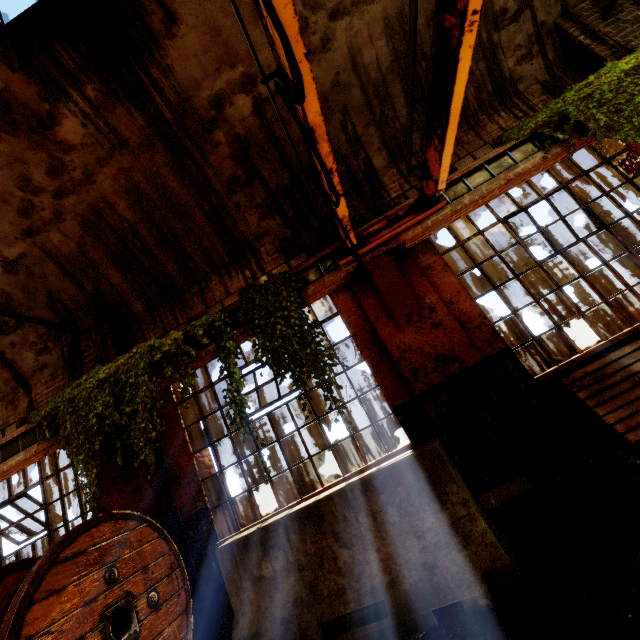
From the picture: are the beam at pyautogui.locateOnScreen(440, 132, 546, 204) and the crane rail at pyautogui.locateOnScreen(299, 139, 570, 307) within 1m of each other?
yes

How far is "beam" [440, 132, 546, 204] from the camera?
4.5m

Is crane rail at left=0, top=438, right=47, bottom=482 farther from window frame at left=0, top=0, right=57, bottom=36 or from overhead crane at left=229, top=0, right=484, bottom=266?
window frame at left=0, top=0, right=57, bottom=36

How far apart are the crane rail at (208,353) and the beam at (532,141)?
3.7m

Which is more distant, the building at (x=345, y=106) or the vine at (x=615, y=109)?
the building at (x=345, y=106)

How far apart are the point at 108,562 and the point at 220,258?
4.44m

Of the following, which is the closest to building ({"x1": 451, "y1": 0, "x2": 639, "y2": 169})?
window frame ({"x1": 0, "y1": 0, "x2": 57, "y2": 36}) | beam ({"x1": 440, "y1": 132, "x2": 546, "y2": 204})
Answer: window frame ({"x1": 0, "y1": 0, "x2": 57, "y2": 36})

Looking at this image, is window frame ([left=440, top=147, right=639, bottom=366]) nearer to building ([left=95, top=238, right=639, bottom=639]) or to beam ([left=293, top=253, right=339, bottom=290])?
building ([left=95, top=238, right=639, bottom=639])
